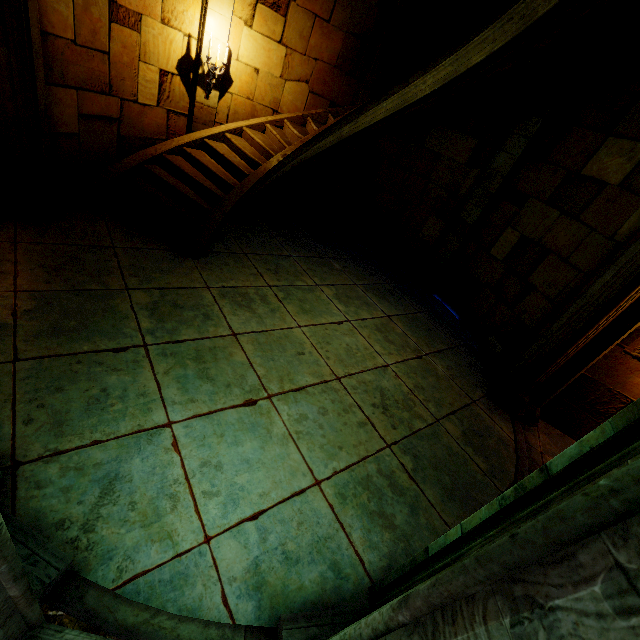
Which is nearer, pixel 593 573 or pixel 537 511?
pixel 593 573

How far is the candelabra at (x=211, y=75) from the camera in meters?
6.0

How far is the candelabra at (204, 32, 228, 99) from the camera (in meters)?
6.05
